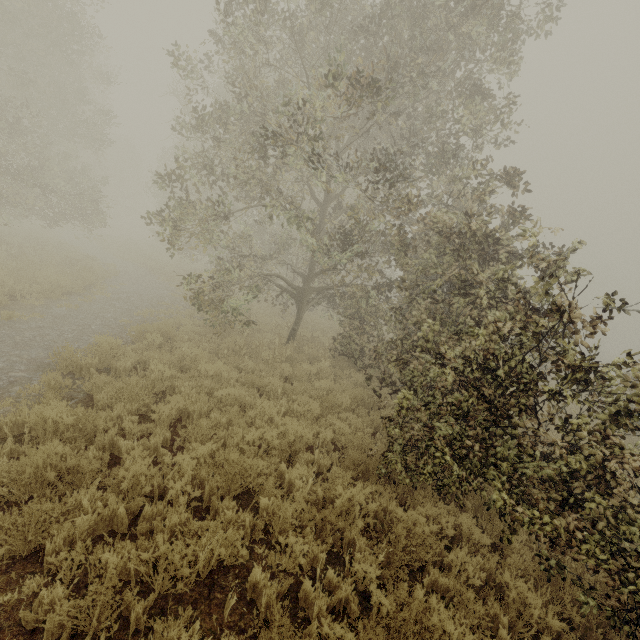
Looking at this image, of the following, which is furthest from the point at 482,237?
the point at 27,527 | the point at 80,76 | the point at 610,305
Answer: the point at 80,76
